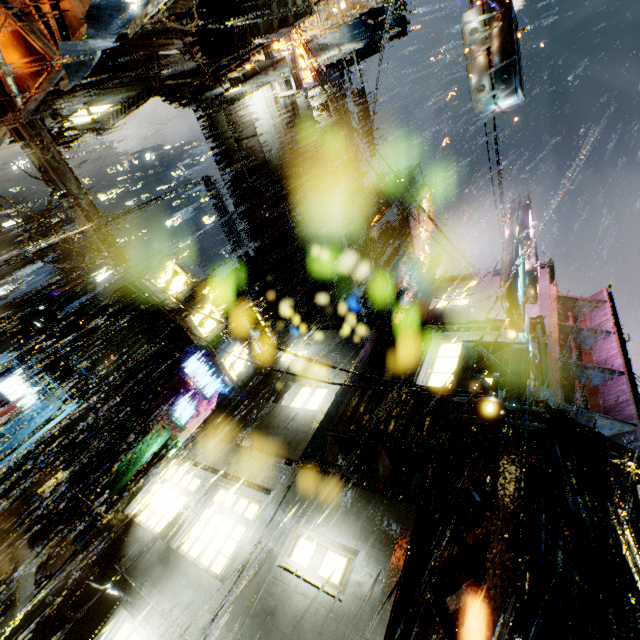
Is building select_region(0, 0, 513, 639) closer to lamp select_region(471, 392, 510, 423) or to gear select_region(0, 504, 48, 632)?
gear select_region(0, 504, 48, 632)

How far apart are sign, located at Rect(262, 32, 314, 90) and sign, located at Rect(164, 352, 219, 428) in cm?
1956

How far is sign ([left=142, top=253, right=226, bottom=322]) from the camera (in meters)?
10.72

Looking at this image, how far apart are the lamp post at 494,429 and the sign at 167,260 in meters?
9.0 m

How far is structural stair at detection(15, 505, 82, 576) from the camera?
11.59m

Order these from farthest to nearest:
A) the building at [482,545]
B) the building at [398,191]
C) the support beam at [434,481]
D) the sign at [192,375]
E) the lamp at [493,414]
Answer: the building at [398,191] < the sign at [192,375] < the building at [482,545] < the lamp at [493,414] < the support beam at [434,481]

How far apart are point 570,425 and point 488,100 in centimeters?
640cm

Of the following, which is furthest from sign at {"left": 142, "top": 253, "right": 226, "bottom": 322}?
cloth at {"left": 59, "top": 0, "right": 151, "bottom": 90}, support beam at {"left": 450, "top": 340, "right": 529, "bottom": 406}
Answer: support beam at {"left": 450, "top": 340, "right": 529, "bottom": 406}
